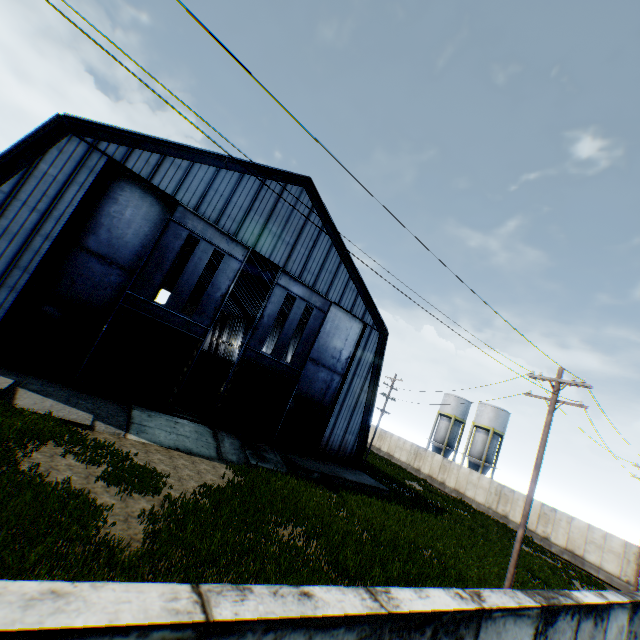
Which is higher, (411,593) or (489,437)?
(489,437)

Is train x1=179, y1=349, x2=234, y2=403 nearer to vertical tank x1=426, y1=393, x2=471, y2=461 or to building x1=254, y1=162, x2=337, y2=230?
building x1=254, y1=162, x2=337, y2=230

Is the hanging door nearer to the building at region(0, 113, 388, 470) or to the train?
the building at region(0, 113, 388, 470)

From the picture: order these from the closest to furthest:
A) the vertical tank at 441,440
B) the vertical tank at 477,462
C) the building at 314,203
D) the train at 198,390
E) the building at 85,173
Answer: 1. the building at 85,173
2. the building at 314,203
3. the train at 198,390
4. the vertical tank at 477,462
5. the vertical tank at 441,440

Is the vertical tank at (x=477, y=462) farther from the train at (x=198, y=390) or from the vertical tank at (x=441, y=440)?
the train at (x=198, y=390)

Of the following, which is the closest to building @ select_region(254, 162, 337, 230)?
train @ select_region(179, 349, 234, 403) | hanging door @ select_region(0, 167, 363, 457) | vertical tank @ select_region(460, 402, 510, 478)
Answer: hanging door @ select_region(0, 167, 363, 457)

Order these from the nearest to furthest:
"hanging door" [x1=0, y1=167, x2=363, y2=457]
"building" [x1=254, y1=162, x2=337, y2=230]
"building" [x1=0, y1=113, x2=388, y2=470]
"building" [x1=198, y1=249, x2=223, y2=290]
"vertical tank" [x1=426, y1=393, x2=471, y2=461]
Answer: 1. "building" [x1=0, y1=113, x2=388, y2=470]
2. "hanging door" [x1=0, y1=167, x2=363, y2=457]
3. "building" [x1=254, y1=162, x2=337, y2=230]
4. "building" [x1=198, y1=249, x2=223, y2=290]
5. "vertical tank" [x1=426, y1=393, x2=471, y2=461]

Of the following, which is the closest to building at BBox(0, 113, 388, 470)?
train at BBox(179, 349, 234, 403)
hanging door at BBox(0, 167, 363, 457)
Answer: hanging door at BBox(0, 167, 363, 457)
